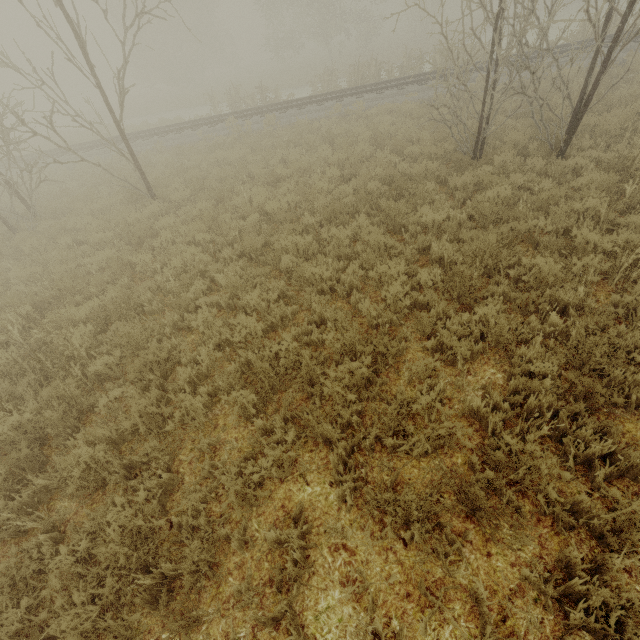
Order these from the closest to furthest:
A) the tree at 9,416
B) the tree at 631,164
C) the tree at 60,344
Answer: the tree at 9,416 → the tree at 60,344 → the tree at 631,164

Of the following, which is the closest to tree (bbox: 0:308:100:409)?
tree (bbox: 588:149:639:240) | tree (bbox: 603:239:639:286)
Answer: tree (bbox: 603:239:639:286)

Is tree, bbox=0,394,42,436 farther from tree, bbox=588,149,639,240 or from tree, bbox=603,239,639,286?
tree, bbox=588,149,639,240

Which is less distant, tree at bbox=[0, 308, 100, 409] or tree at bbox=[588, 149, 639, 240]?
tree at bbox=[0, 308, 100, 409]

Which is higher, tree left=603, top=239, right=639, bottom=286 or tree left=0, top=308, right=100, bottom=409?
tree left=0, top=308, right=100, bottom=409

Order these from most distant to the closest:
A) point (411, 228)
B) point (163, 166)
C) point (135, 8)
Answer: point (163, 166), point (135, 8), point (411, 228)

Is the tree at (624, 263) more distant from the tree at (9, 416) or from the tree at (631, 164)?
the tree at (9, 416)

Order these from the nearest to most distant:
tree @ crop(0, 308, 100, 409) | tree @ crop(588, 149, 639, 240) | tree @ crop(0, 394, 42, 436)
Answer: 1. tree @ crop(0, 394, 42, 436)
2. tree @ crop(0, 308, 100, 409)
3. tree @ crop(588, 149, 639, 240)
